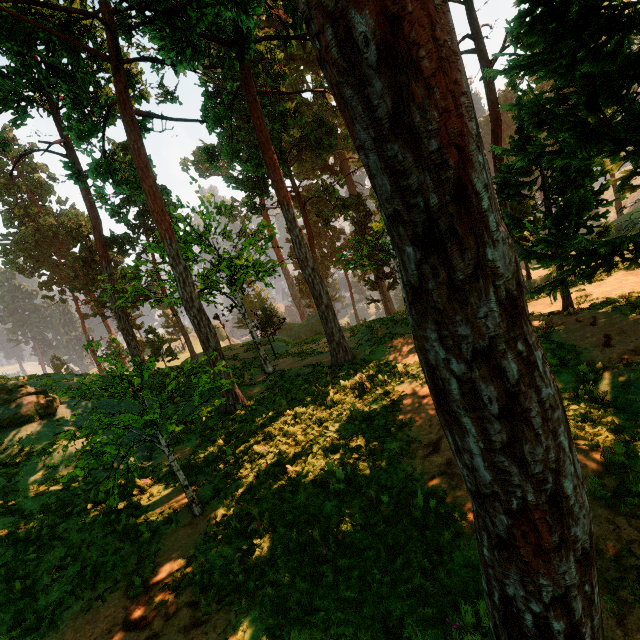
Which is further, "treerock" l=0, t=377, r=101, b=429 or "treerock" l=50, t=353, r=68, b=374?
"treerock" l=50, t=353, r=68, b=374

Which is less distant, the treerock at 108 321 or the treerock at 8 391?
the treerock at 108 321

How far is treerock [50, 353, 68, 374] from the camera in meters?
57.0

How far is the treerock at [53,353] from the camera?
57.0m

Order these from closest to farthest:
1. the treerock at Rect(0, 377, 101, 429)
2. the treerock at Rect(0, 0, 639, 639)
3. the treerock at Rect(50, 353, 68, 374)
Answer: the treerock at Rect(0, 0, 639, 639), the treerock at Rect(0, 377, 101, 429), the treerock at Rect(50, 353, 68, 374)

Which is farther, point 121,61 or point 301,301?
point 301,301
